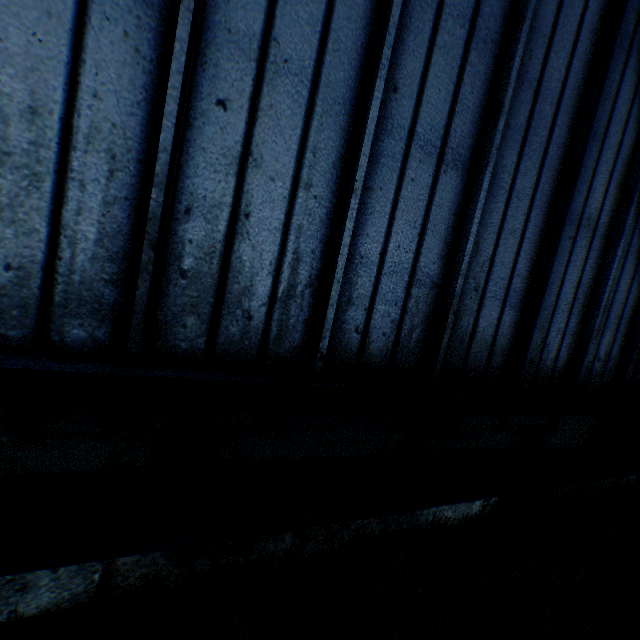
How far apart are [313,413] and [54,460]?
2.06m
